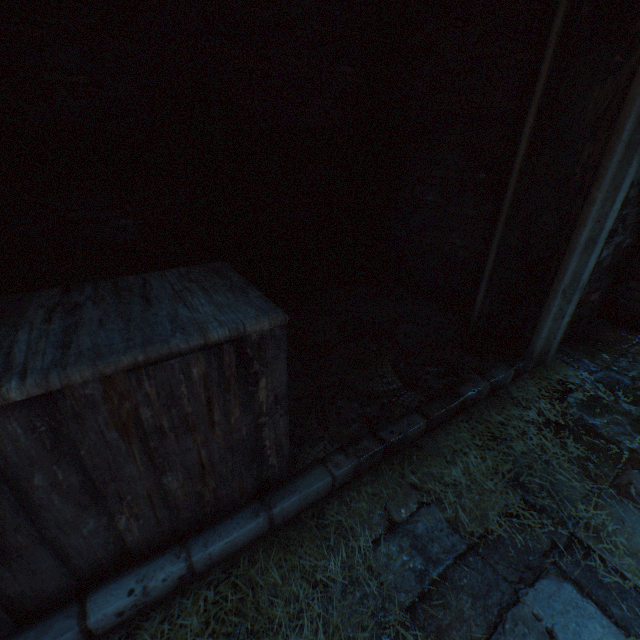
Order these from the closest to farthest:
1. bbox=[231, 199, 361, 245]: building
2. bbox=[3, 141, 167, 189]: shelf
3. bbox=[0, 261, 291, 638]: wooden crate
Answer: bbox=[0, 261, 291, 638]: wooden crate
bbox=[3, 141, 167, 189]: shelf
bbox=[231, 199, 361, 245]: building

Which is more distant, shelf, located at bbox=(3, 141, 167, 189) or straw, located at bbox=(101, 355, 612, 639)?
shelf, located at bbox=(3, 141, 167, 189)

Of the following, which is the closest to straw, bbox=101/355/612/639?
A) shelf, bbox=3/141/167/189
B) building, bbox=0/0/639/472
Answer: building, bbox=0/0/639/472

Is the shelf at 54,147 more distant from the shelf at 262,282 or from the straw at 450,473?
the straw at 450,473

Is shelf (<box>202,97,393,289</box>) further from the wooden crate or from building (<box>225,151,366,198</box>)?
the wooden crate

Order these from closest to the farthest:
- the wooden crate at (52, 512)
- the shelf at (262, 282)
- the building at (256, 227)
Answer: the wooden crate at (52, 512), the shelf at (262, 282), the building at (256, 227)

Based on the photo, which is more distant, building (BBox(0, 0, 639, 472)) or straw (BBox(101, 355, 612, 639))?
building (BBox(0, 0, 639, 472))

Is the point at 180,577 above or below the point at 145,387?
below
